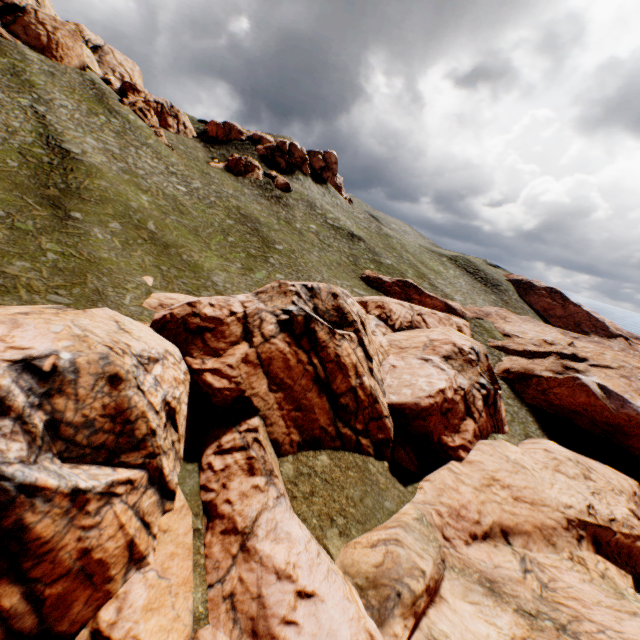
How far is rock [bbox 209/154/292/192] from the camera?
56.75m

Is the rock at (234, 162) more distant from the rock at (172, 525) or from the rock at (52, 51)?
the rock at (172, 525)

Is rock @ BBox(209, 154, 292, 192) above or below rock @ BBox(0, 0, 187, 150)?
below

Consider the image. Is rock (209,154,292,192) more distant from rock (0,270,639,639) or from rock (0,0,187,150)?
rock (0,270,639,639)

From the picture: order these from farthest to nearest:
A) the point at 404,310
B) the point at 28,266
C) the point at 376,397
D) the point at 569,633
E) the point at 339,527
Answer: the point at 404,310 → the point at 376,397 → the point at 28,266 → the point at 339,527 → the point at 569,633

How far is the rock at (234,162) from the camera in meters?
56.8 m

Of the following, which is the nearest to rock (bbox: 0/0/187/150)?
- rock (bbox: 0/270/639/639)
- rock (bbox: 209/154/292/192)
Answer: rock (bbox: 209/154/292/192)

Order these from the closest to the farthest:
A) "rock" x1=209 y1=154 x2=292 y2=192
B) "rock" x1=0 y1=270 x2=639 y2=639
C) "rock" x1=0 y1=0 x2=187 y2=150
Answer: "rock" x1=0 y1=270 x2=639 y2=639
"rock" x1=0 y1=0 x2=187 y2=150
"rock" x1=209 y1=154 x2=292 y2=192
